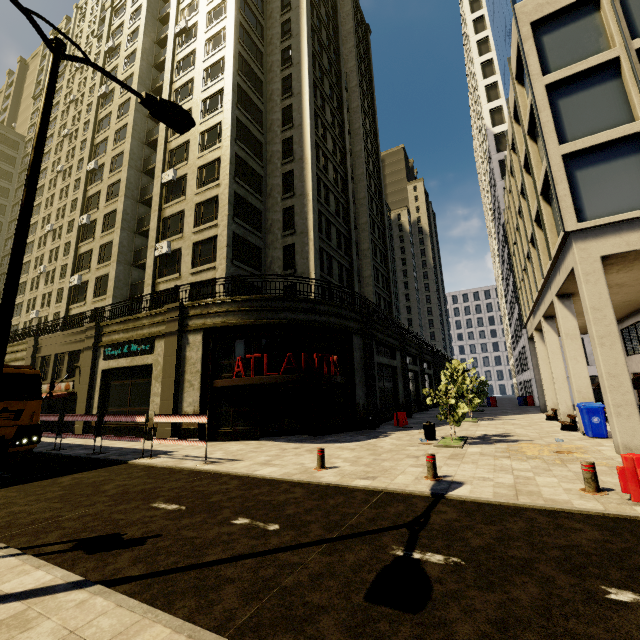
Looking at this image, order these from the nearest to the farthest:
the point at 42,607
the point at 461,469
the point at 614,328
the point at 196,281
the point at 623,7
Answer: the point at 42,607 < the point at 461,469 < the point at 614,328 < the point at 623,7 < the point at 196,281

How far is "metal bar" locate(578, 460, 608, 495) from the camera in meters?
6.1 m

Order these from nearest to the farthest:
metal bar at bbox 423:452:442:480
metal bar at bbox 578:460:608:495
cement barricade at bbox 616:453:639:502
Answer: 1. cement barricade at bbox 616:453:639:502
2. metal bar at bbox 578:460:608:495
3. metal bar at bbox 423:452:442:480

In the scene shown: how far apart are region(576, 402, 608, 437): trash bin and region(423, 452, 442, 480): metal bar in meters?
9.0

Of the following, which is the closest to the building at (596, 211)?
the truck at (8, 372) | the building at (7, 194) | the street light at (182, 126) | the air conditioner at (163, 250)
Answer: the air conditioner at (163, 250)

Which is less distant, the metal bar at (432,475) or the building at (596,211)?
the metal bar at (432,475)

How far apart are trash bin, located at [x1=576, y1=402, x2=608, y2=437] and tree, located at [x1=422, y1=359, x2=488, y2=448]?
4.1 meters

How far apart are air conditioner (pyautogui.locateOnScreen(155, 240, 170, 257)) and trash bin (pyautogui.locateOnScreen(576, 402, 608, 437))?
24.92m
